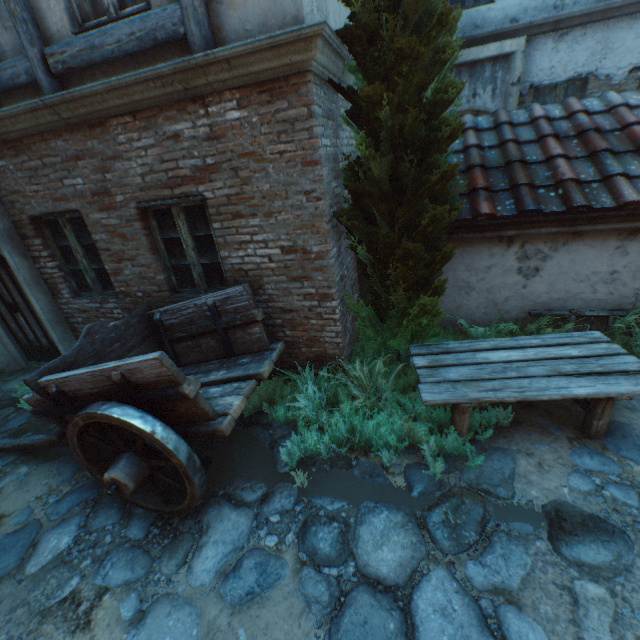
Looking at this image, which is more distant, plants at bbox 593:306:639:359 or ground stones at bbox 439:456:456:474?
plants at bbox 593:306:639:359

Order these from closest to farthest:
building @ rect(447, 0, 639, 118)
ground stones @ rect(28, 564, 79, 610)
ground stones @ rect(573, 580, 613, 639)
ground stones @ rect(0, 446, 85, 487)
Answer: ground stones @ rect(573, 580, 613, 639) → ground stones @ rect(28, 564, 79, 610) → ground stones @ rect(0, 446, 85, 487) → building @ rect(447, 0, 639, 118)

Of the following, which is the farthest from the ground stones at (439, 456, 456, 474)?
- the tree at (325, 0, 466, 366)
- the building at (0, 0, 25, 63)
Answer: the tree at (325, 0, 466, 366)

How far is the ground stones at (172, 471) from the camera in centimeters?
360cm

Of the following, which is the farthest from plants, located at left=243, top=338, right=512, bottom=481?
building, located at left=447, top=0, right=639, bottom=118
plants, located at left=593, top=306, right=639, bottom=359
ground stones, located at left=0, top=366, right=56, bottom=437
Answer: building, located at left=447, top=0, right=639, bottom=118

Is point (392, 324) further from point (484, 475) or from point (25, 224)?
point (25, 224)

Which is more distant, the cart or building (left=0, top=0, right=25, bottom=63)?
building (left=0, top=0, right=25, bottom=63)

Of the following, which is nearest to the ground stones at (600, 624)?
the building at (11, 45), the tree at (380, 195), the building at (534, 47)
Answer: the building at (11, 45)
